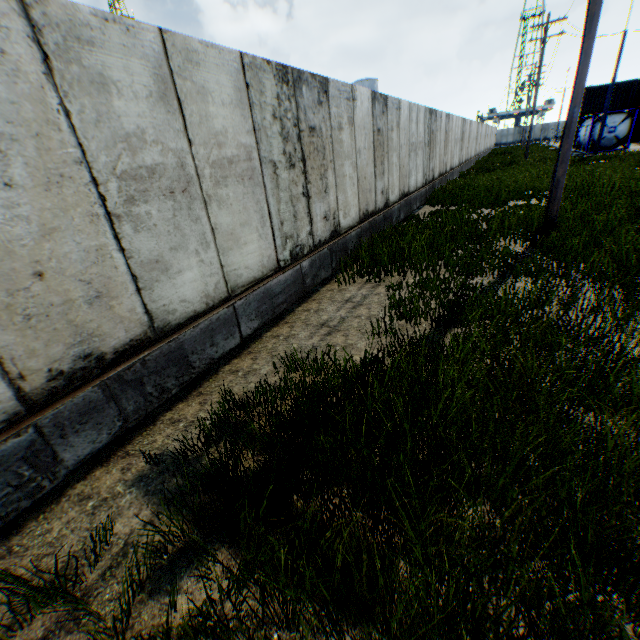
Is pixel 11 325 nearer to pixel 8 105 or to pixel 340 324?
pixel 8 105

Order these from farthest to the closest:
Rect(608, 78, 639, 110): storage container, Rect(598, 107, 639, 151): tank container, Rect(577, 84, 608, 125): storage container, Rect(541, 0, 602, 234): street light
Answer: Rect(577, 84, 608, 125): storage container, Rect(608, 78, 639, 110): storage container, Rect(598, 107, 639, 151): tank container, Rect(541, 0, 602, 234): street light

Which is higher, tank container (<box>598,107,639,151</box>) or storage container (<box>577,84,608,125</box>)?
storage container (<box>577,84,608,125</box>)

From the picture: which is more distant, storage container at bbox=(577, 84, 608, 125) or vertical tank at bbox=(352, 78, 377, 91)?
vertical tank at bbox=(352, 78, 377, 91)

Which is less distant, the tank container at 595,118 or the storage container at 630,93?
the tank container at 595,118

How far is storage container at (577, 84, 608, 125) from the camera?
36.0 meters

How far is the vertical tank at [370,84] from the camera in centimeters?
5075cm

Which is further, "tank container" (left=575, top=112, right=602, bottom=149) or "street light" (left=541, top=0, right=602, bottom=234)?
"tank container" (left=575, top=112, right=602, bottom=149)
